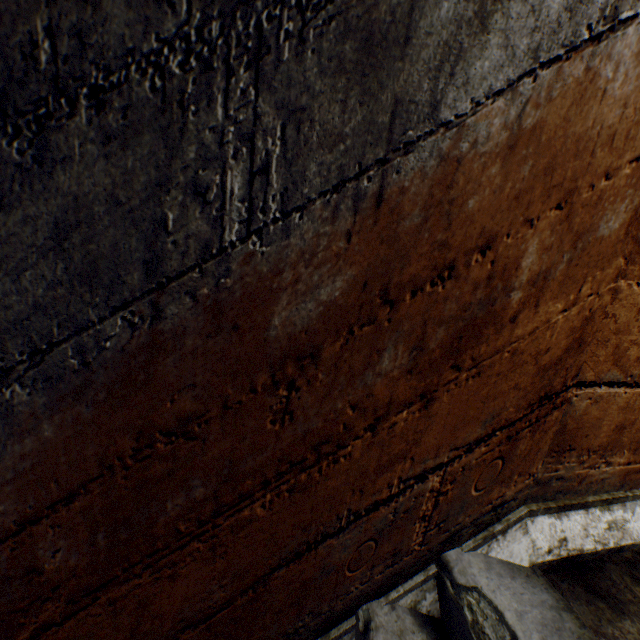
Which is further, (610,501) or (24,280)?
(610,501)
